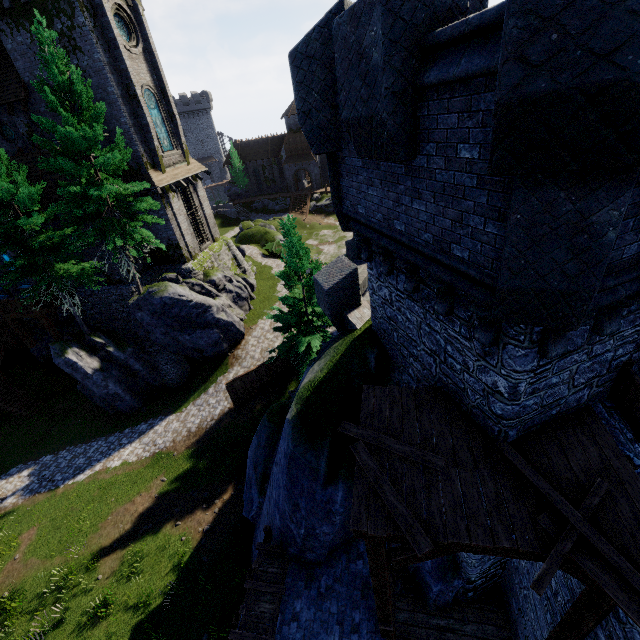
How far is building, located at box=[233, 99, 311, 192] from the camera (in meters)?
54.09

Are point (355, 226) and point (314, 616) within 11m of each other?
yes

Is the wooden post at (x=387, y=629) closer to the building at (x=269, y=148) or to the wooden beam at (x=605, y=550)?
the wooden beam at (x=605, y=550)

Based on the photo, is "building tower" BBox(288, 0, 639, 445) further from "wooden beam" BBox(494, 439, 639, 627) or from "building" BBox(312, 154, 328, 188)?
"building" BBox(312, 154, 328, 188)

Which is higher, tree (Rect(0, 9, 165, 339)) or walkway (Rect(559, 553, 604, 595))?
tree (Rect(0, 9, 165, 339))

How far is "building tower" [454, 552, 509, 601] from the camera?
8.35m

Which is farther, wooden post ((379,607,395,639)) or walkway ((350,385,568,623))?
wooden post ((379,607,395,639))

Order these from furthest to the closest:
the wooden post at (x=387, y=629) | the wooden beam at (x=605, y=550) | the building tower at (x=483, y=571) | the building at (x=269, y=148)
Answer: the building at (x=269, y=148) < the building tower at (x=483, y=571) < the wooden post at (x=387, y=629) < the wooden beam at (x=605, y=550)
